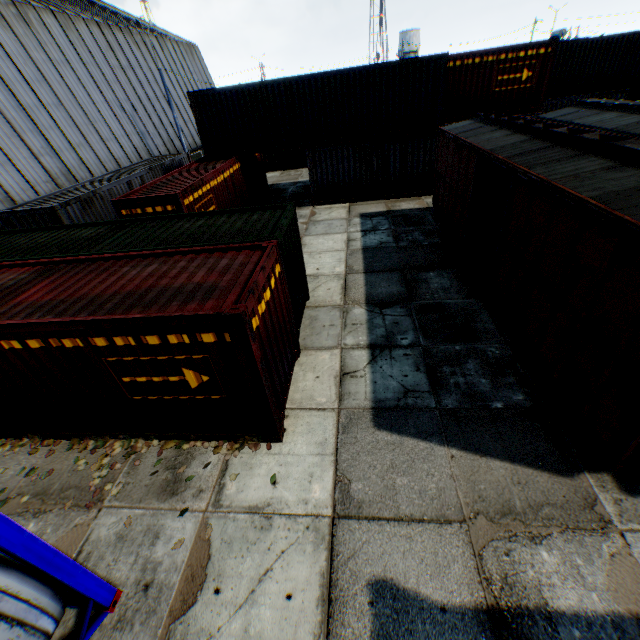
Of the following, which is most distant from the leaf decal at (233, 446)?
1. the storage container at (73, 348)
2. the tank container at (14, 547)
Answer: the storage container at (73, 348)

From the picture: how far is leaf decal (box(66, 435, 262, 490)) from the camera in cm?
607

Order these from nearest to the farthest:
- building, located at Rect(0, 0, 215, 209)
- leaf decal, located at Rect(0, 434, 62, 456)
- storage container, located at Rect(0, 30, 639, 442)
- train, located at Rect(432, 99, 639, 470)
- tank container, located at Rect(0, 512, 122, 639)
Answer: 1. tank container, located at Rect(0, 512, 122, 639)
2. train, located at Rect(432, 99, 639, 470)
3. storage container, located at Rect(0, 30, 639, 442)
4. leaf decal, located at Rect(0, 434, 62, 456)
5. building, located at Rect(0, 0, 215, 209)

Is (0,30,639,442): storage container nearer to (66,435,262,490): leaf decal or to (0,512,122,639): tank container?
(66,435,262,490): leaf decal

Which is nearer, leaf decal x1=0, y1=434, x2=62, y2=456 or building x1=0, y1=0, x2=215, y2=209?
leaf decal x1=0, y1=434, x2=62, y2=456

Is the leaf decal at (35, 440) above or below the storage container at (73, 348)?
below

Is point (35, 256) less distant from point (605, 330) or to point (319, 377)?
point (319, 377)

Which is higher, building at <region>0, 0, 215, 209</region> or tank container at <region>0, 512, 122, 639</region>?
building at <region>0, 0, 215, 209</region>
